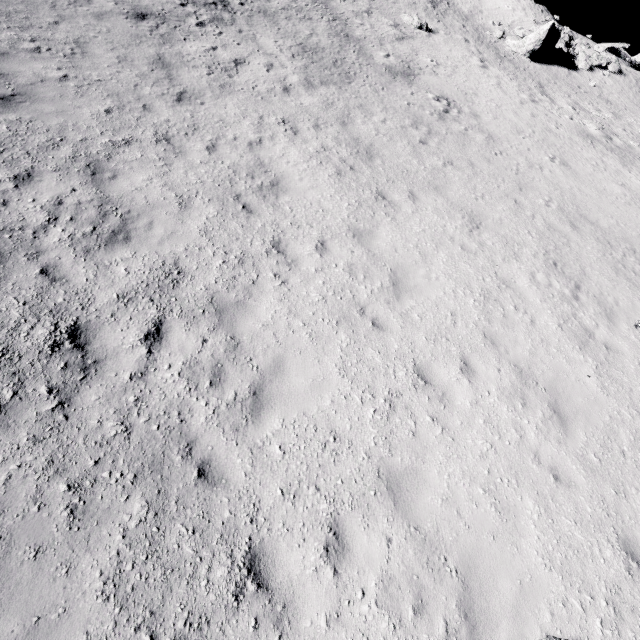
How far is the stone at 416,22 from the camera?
22.1m

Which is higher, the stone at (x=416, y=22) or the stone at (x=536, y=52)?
the stone at (x=536, y=52)

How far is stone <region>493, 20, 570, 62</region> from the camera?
24.3m

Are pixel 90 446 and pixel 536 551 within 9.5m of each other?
yes

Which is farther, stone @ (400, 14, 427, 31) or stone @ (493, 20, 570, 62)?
stone @ (493, 20, 570, 62)

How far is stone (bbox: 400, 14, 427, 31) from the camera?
22.1 meters

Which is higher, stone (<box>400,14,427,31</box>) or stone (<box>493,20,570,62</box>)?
stone (<box>493,20,570,62</box>)
